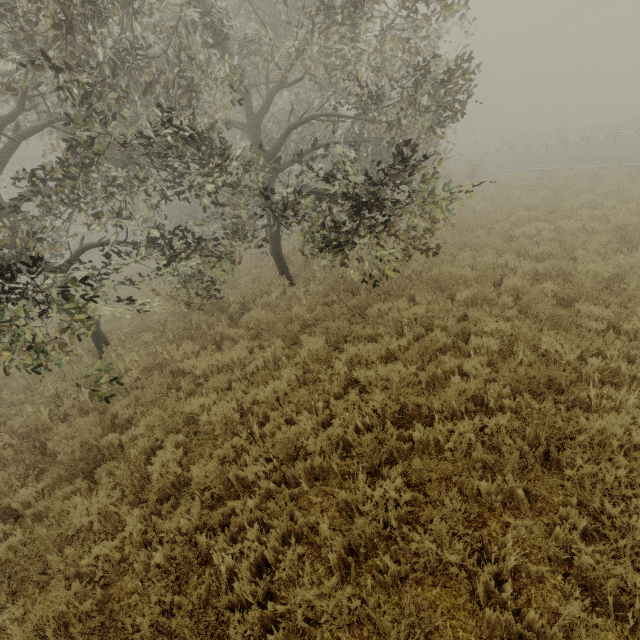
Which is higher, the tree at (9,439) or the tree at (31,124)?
the tree at (31,124)

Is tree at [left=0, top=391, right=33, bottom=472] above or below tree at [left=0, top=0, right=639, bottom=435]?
below

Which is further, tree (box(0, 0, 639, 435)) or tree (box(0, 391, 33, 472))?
tree (box(0, 391, 33, 472))

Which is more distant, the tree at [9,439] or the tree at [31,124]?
the tree at [9,439]

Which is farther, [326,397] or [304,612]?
[326,397]
